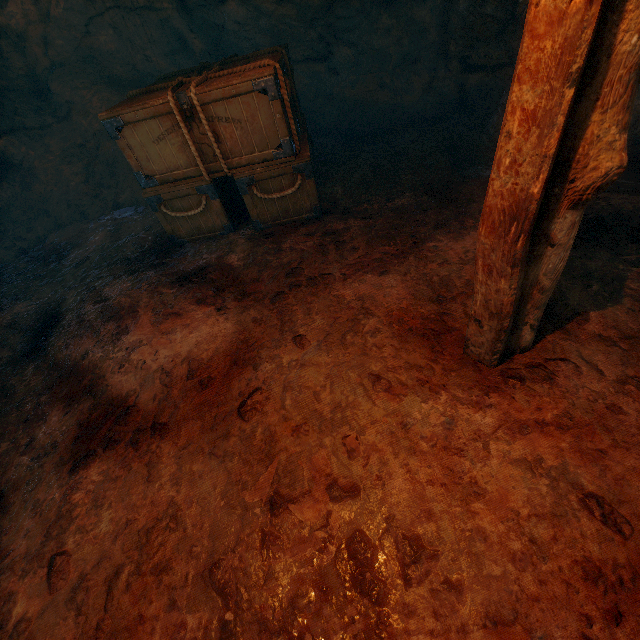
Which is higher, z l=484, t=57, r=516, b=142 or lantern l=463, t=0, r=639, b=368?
lantern l=463, t=0, r=639, b=368

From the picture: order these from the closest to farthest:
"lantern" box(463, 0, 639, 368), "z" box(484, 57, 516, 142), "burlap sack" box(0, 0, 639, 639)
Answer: "lantern" box(463, 0, 639, 368) → "burlap sack" box(0, 0, 639, 639) → "z" box(484, 57, 516, 142)

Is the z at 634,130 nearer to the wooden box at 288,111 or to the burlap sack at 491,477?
the burlap sack at 491,477

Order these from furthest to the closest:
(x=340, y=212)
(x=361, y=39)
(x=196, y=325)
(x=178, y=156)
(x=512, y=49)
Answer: (x=361, y=39)
(x=512, y=49)
(x=340, y=212)
(x=178, y=156)
(x=196, y=325)

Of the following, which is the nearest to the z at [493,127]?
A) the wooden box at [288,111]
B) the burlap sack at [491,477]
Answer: the burlap sack at [491,477]

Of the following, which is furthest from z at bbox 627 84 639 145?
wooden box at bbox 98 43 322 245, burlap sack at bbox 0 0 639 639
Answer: wooden box at bbox 98 43 322 245

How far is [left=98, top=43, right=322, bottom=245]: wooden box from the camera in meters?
3.4 m
